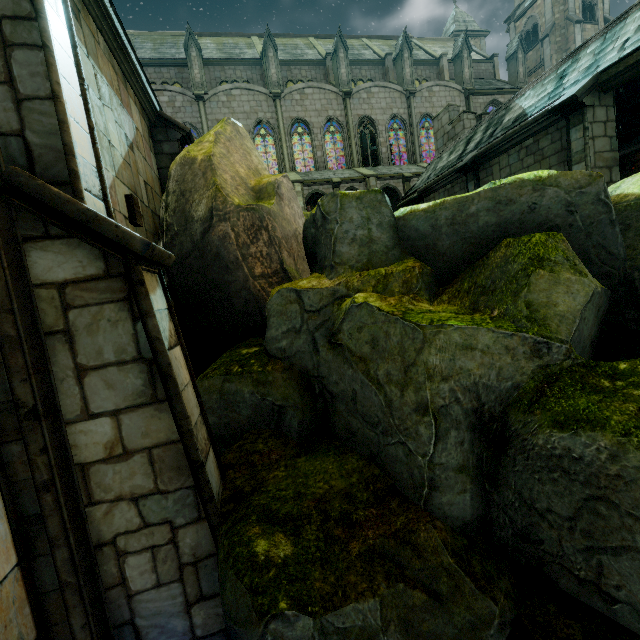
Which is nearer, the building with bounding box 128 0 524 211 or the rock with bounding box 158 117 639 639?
the rock with bounding box 158 117 639 639

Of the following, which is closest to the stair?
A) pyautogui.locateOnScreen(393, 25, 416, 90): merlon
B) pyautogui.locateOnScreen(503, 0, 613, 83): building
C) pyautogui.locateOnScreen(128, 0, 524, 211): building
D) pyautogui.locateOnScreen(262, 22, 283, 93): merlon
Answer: pyautogui.locateOnScreen(128, 0, 524, 211): building

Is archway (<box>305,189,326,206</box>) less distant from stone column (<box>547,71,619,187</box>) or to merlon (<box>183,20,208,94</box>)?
merlon (<box>183,20,208,94</box>)

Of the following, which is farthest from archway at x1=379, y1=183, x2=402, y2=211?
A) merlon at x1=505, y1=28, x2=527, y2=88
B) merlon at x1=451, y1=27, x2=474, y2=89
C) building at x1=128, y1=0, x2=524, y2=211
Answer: merlon at x1=505, y1=28, x2=527, y2=88

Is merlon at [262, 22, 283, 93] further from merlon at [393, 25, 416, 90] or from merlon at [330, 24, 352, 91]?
merlon at [393, 25, 416, 90]

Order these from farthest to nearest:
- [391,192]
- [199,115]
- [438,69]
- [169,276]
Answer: [438,69], [391,192], [199,115], [169,276]

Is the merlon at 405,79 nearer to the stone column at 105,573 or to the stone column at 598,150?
the stone column at 598,150

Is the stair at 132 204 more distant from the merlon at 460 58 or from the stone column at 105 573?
the merlon at 460 58
